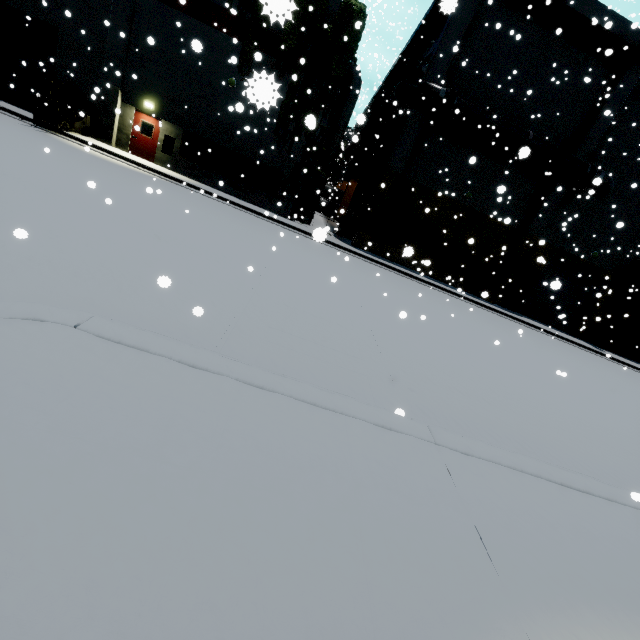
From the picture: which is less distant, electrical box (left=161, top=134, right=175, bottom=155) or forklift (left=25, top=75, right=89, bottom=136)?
forklift (left=25, top=75, right=89, bottom=136)

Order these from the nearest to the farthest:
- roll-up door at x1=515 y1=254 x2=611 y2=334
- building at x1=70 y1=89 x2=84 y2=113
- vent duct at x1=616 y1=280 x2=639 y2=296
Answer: building at x1=70 y1=89 x2=84 y2=113 → vent duct at x1=616 y1=280 x2=639 y2=296 → roll-up door at x1=515 y1=254 x2=611 y2=334

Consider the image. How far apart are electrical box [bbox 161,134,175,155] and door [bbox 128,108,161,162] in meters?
0.4

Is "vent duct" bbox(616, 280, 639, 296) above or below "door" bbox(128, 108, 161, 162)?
above

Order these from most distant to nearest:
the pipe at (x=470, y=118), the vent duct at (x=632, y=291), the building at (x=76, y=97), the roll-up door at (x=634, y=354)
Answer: the roll-up door at (x=634, y=354)
the vent duct at (x=632, y=291)
the building at (x=76, y=97)
the pipe at (x=470, y=118)

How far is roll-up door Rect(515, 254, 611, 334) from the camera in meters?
22.3 m

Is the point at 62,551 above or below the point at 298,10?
below

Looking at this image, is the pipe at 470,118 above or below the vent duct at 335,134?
above
